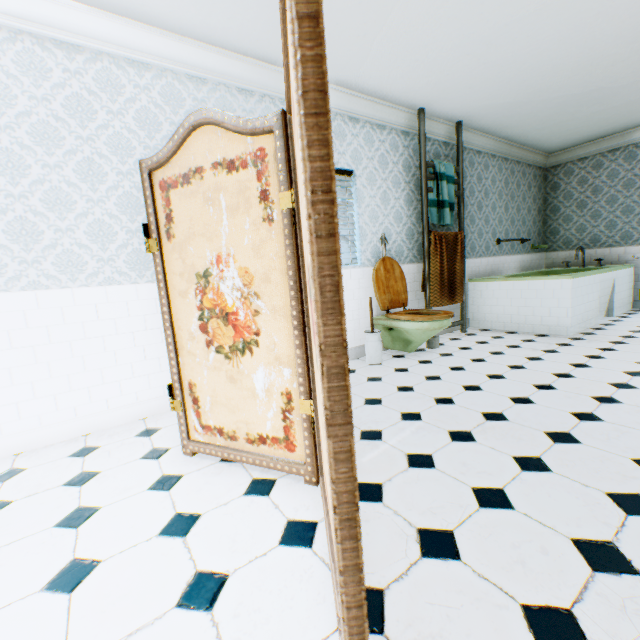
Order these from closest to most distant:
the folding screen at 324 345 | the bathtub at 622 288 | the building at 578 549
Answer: the folding screen at 324 345, the building at 578 549, the bathtub at 622 288

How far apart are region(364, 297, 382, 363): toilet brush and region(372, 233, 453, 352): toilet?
0.2m

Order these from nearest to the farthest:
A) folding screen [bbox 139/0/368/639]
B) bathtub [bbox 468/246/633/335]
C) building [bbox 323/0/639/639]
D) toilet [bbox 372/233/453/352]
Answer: folding screen [bbox 139/0/368/639]
building [bbox 323/0/639/639]
toilet [bbox 372/233/453/352]
bathtub [bbox 468/246/633/335]

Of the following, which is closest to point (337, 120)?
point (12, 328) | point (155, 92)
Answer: point (155, 92)

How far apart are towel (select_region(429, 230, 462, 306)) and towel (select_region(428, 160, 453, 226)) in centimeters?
11cm

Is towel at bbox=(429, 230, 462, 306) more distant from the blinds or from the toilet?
the blinds

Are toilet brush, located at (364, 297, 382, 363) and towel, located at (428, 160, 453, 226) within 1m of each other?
no

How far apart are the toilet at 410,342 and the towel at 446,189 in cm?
83
